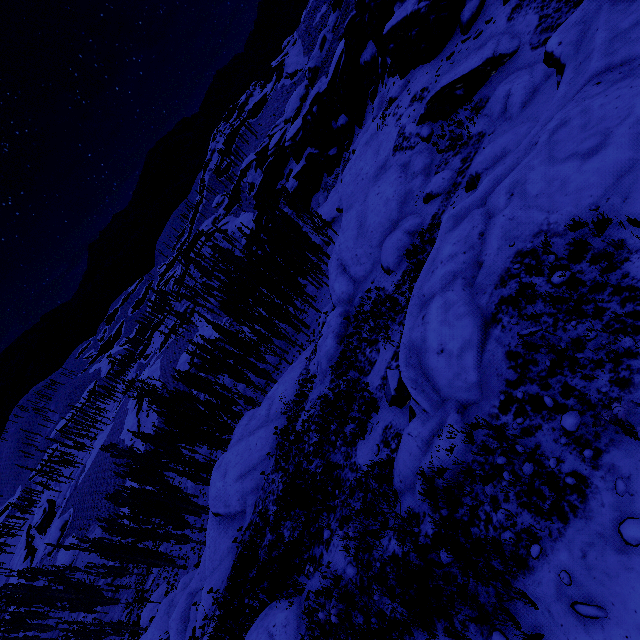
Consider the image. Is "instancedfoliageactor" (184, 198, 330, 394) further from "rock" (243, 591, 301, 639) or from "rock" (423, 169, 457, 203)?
"rock" (423, 169, 457, 203)

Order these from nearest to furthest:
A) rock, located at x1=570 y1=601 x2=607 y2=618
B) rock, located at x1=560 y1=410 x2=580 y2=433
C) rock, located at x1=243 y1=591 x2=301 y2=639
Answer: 1. rock, located at x1=570 y1=601 x2=607 y2=618
2. rock, located at x1=560 y1=410 x2=580 y2=433
3. rock, located at x1=243 y1=591 x2=301 y2=639

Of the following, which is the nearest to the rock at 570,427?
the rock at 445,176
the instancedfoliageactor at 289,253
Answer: the instancedfoliageactor at 289,253

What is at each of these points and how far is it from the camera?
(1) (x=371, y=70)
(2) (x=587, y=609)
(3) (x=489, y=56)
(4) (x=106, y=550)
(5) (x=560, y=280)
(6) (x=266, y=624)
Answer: (1) rock, 35.8m
(2) rock, 3.9m
(3) rock, 15.1m
(4) instancedfoliageactor, 36.2m
(5) rock, 6.0m
(6) rock, 10.2m

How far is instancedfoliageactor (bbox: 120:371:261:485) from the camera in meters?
33.2

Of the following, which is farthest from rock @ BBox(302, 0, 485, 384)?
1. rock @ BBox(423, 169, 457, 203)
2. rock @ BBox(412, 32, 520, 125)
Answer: rock @ BBox(423, 169, 457, 203)

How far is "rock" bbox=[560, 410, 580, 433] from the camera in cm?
496

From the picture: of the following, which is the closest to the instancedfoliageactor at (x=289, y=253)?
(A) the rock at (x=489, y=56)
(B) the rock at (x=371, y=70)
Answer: (B) the rock at (x=371, y=70)
